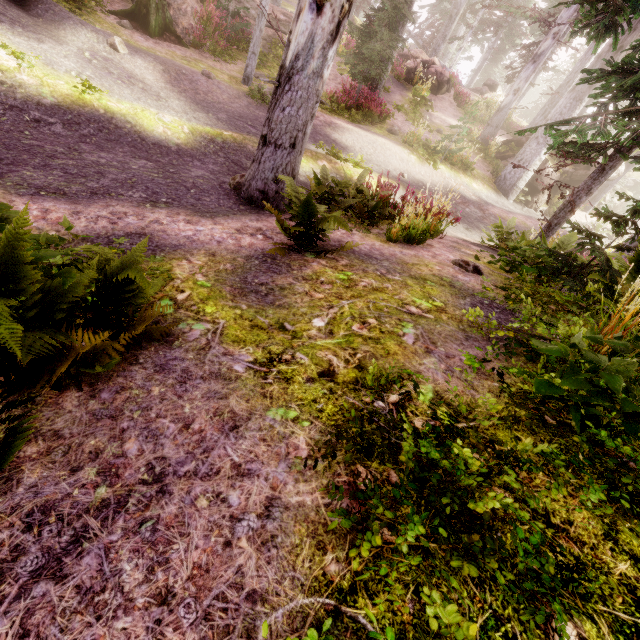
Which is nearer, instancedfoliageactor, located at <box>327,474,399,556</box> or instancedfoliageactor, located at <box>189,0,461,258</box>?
instancedfoliageactor, located at <box>327,474,399,556</box>

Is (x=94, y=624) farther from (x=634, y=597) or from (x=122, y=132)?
(x=122, y=132)

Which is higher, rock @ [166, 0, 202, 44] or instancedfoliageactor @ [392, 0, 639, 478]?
instancedfoliageactor @ [392, 0, 639, 478]

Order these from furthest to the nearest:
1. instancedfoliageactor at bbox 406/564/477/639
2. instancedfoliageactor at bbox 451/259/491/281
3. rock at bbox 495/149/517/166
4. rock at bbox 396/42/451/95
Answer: rock at bbox 396/42/451/95 < rock at bbox 495/149/517/166 < instancedfoliageactor at bbox 451/259/491/281 < instancedfoliageactor at bbox 406/564/477/639

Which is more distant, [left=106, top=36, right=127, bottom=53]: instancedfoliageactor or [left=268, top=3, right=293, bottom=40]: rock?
[left=268, top=3, right=293, bottom=40]: rock

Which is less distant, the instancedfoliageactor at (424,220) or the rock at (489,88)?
the instancedfoliageactor at (424,220)

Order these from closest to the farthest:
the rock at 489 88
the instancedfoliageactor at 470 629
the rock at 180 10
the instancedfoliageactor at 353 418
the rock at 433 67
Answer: the instancedfoliageactor at 470 629 < the instancedfoliageactor at 353 418 < the rock at 180 10 < the rock at 433 67 < the rock at 489 88

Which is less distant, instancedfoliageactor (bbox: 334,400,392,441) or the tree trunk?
instancedfoliageactor (bbox: 334,400,392,441)
